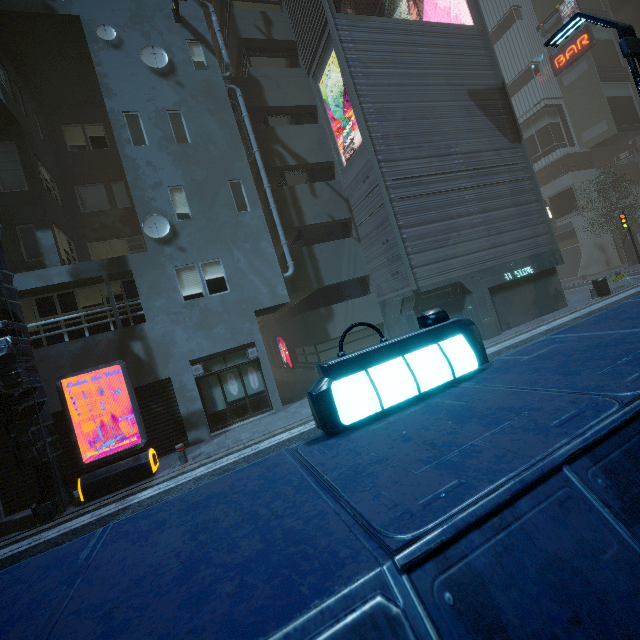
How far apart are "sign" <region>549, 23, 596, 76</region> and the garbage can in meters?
28.2

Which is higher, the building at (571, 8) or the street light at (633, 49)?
the building at (571, 8)

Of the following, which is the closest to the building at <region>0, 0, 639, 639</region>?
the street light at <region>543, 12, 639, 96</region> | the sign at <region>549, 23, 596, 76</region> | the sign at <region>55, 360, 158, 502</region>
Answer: the sign at <region>549, 23, 596, 76</region>

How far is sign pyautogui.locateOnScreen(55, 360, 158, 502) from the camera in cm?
845

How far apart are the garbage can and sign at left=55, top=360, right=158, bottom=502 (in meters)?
20.93

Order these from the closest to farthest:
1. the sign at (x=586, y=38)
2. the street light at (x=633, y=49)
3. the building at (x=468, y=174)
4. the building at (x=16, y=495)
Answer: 1. the building at (x=468, y=174)
2. the street light at (x=633, y=49)
3. the building at (x=16, y=495)
4. the sign at (x=586, y=38)

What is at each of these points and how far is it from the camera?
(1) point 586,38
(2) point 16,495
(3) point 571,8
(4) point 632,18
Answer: (1) sign, 29.6m
(2) building, 9.4m
(3) building, 30.1m
(4) building, 38.7m

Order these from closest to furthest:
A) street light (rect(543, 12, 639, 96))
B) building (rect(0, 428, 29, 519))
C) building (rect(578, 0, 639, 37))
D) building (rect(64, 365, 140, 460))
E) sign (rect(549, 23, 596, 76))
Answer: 1. street light (rect(543, 12, 639, 96))
2. building (rect(0, 428, 29, 519))
3. building (rect(64, 365, 140, 460))
4. sign (rect(549, 23, 596, 76))
5. building (rect(578, 0, 639, 37))
